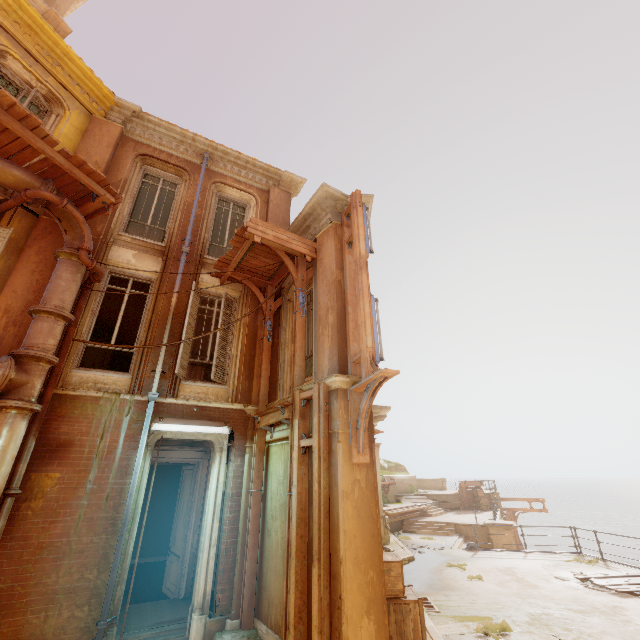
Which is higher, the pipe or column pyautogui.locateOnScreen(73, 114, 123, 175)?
column pyautogui.locateOnScreen(73, 114, 123, 175)

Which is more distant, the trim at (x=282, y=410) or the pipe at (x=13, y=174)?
the trim at (x=282, y=410)

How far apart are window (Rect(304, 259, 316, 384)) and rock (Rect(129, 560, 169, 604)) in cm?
1018

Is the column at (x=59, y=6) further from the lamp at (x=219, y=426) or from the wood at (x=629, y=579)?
the wood at (x=629, y=579)

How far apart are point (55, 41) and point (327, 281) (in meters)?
9.21

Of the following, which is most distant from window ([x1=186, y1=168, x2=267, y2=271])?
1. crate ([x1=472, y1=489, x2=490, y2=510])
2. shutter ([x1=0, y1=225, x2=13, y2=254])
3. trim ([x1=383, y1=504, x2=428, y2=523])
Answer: crate ([x1=472, y1=489, x2=490, y2=510])

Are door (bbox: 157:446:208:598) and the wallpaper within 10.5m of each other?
yes

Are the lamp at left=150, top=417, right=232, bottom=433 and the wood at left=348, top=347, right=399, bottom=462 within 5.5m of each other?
yes
